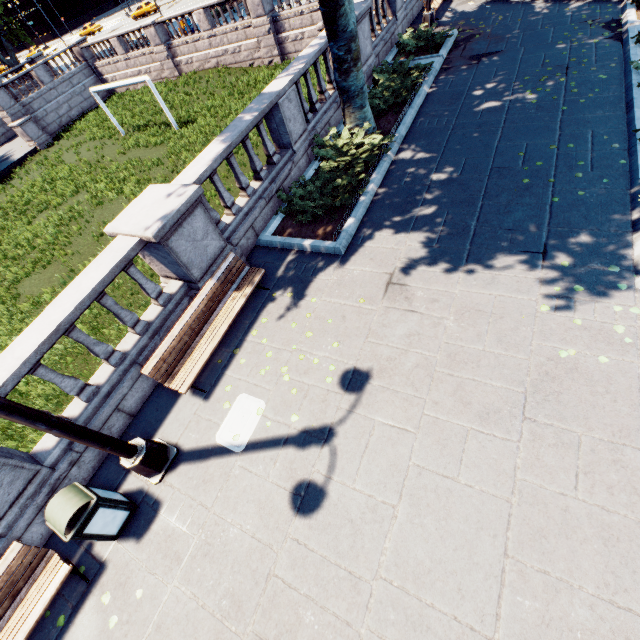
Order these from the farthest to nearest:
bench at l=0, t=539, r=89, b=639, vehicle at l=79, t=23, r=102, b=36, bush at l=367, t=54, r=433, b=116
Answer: vehicle at l=79, t=23, r=102, b=36, bush at l=367, t=54, r=433, b=116, bench at l=0, t=539, r=89, b=639

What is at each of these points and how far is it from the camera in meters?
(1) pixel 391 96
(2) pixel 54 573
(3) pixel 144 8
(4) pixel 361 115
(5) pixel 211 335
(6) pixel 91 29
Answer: (1) bush, 10.1
(2) bench, 4.4
(3) vehicle, 48.4
(4) tree, 9.1
(5) bench, 6.2
(6) vehicle, 54.8

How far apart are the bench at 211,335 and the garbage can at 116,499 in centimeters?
175cm

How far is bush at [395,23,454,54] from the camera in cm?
1208

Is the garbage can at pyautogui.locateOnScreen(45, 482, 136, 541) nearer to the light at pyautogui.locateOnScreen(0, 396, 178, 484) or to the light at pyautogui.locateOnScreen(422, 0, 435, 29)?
the light at pyautogui.locateOnScreen(0, 396, 178, 484)

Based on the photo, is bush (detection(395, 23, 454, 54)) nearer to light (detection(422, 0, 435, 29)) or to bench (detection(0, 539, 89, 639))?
light (detection(422, 0, 435, 29))

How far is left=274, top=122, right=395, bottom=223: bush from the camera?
7.97m

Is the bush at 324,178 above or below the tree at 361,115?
below
